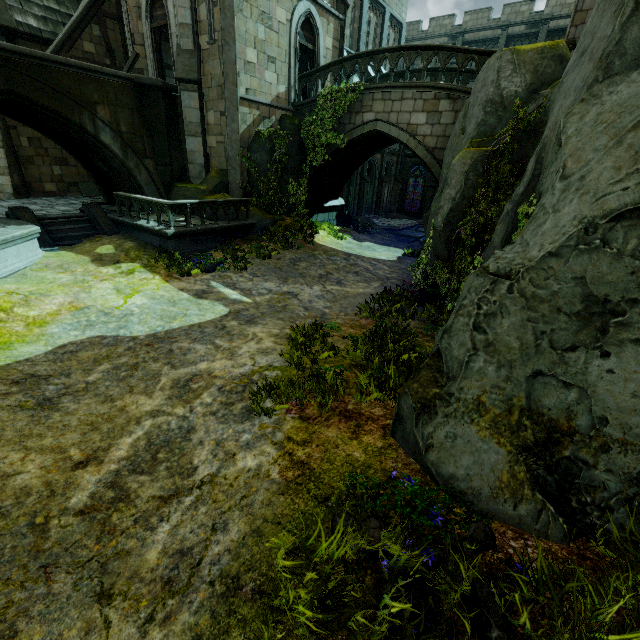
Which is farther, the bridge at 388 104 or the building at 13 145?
the building at 13 145

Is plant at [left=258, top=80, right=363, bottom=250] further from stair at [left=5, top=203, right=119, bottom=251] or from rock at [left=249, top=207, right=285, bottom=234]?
stair at [left=5, top=203, right=119, bottom=251]

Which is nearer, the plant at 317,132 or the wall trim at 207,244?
the wall trim at 207,244

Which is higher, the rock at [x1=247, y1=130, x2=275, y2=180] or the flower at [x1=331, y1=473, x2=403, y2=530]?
the rock at [x1=247, y1=130, x2=275, y2=180]

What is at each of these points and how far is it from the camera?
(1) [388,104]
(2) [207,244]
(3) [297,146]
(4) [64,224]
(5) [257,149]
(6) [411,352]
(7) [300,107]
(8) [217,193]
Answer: (1) bridge, 13.11m
(2) wall trim, 12.39m
(3) rock, 15.52m
(4) stair, 12.16m
(5) rock, 14.02m
(6) plant, 5.75m
(7) bridge, 15.34m
(8) rock, 14.34m

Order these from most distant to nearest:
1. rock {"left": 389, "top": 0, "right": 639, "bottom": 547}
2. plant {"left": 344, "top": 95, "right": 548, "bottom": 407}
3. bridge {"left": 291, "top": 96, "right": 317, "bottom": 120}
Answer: bridge {"left": 291, "top": 96, "right": 317, "bottom": 120}, plant {"left": 344, "top": 95, "right": 548, "bottom": 407}, rock {"left": 389, "top": 0, "right": 639, "bottom": 547}

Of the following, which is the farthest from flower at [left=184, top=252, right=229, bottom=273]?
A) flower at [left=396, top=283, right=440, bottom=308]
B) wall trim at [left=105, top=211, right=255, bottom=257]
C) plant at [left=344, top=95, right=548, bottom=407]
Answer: plant at [left=344, top=95, right=548, bottom=407]

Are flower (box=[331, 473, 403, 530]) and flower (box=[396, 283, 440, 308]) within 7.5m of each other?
yes
